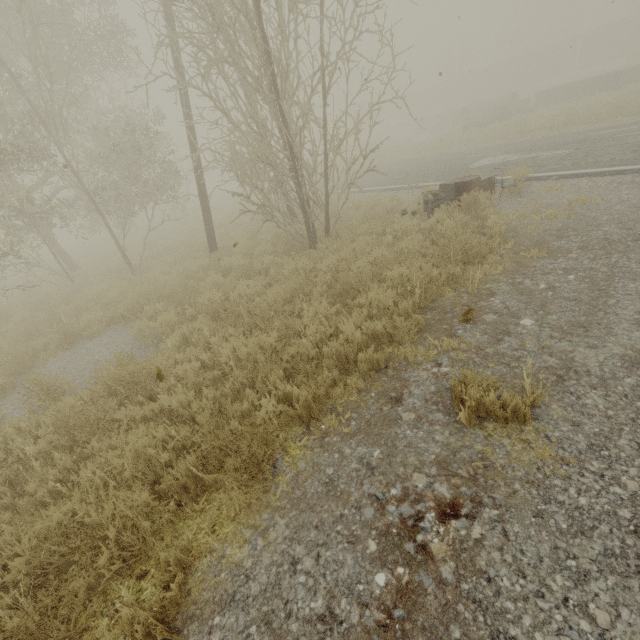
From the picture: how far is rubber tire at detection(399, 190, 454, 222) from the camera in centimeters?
731cm

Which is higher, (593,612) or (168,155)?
(168,155)

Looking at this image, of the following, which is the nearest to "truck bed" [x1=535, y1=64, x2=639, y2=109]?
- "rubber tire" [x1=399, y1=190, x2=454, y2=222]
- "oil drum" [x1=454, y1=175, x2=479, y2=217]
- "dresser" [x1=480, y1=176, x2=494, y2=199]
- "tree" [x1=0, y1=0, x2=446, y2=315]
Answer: "dresser" [x1=480, y1=176, x2=494, y2=199]

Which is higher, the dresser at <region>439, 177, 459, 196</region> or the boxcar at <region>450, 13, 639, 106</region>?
the boxcar at <region>450, 13, 639, 106</region>

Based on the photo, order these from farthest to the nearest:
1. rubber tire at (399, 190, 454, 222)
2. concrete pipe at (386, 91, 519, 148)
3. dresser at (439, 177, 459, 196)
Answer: concrete pipe at (386, 91, 519, 148) → dresser at (439, 177, 459, 196) → rubber tire at (399, 190, 454, 222)

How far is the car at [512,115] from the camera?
21.3m

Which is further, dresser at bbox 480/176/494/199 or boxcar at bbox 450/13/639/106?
boxcar at bbox 450/13/639/106

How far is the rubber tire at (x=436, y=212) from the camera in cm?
731
